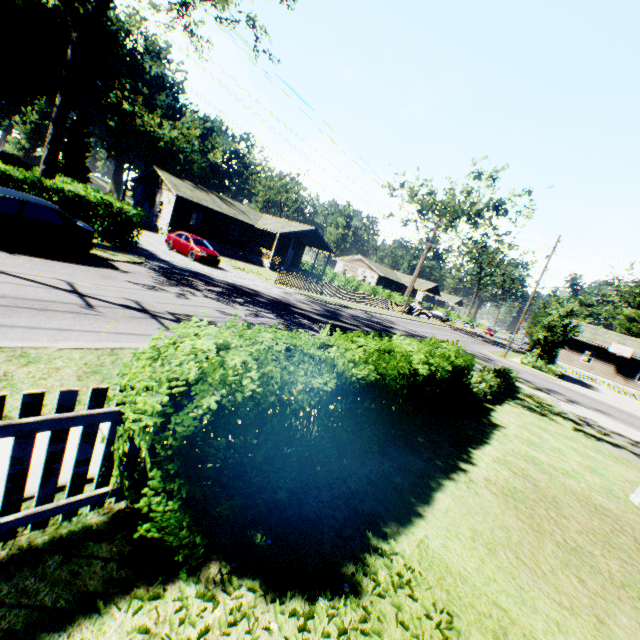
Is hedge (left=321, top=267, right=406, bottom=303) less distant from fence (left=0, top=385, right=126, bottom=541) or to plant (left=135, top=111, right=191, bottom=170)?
plant (left=135, top=111, right=191, bottom=170)

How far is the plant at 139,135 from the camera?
55.3 meters

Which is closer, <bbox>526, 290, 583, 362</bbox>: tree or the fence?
the fence

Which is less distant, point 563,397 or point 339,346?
point 339,346

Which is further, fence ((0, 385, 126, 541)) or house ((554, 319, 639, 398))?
house ((554, 319, 639, 398))

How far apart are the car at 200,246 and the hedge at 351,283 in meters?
28.0

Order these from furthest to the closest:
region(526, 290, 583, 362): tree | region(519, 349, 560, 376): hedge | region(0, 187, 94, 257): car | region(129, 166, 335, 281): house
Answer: region(129, 166, 335, 281): house, region(519, 349, 560, 376): hedge, region(526, 290, 583, 362): tree, region(0, 187, 94, 257): car

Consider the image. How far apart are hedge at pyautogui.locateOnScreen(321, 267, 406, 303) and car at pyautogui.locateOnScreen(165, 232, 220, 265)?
28.0 meters
